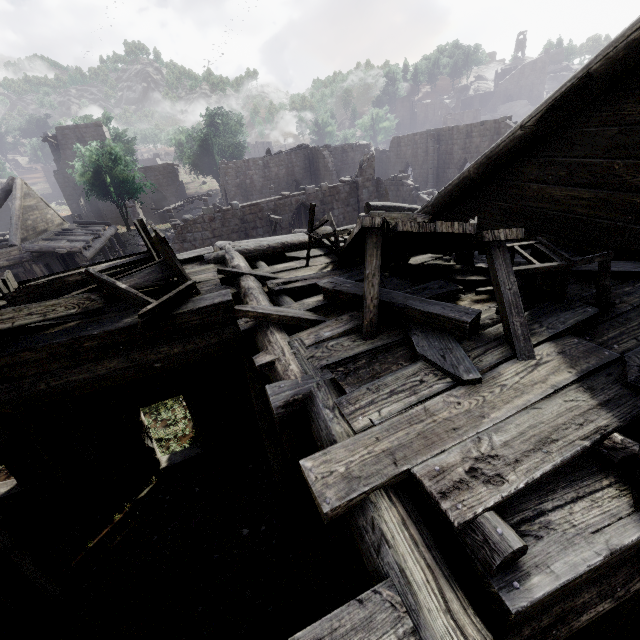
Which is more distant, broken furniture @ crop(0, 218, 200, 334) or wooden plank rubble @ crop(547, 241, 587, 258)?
wooden plank rubble @ crop(547, 241, 587, 258)

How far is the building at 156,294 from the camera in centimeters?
507cm

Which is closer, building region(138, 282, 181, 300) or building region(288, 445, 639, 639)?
building region(288, 445, 639, 639)

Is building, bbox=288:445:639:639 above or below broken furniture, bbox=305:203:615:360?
below

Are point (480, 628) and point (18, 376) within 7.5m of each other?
yes

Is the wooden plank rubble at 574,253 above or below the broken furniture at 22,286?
below

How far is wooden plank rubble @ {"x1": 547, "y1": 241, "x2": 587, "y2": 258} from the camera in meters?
4.4
